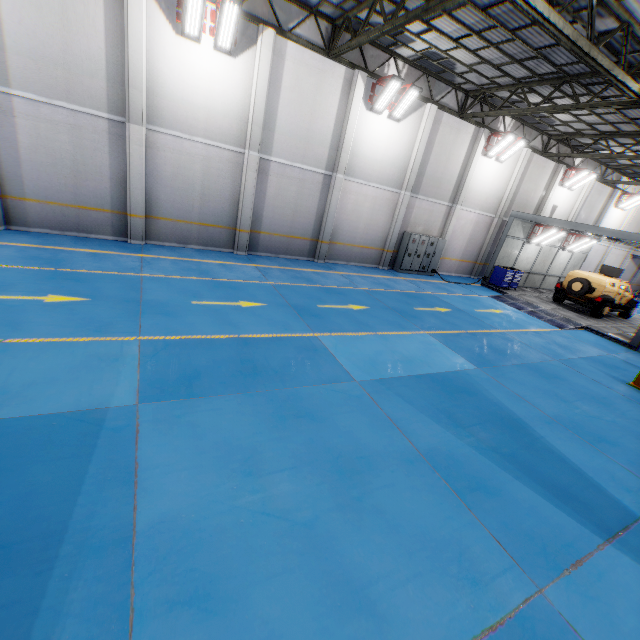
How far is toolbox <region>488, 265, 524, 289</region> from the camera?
18.83m

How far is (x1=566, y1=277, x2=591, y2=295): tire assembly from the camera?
16.91m

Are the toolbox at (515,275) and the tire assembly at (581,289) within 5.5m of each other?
yes

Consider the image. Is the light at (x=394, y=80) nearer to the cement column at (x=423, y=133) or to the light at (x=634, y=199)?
the cement column at (x=423, y=133)

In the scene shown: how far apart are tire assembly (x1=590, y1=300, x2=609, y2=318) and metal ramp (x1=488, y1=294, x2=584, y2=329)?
2.7m

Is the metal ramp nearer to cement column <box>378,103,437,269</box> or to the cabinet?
the cabinet

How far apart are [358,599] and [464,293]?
16.0m

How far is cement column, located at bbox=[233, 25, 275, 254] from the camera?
11.3m
